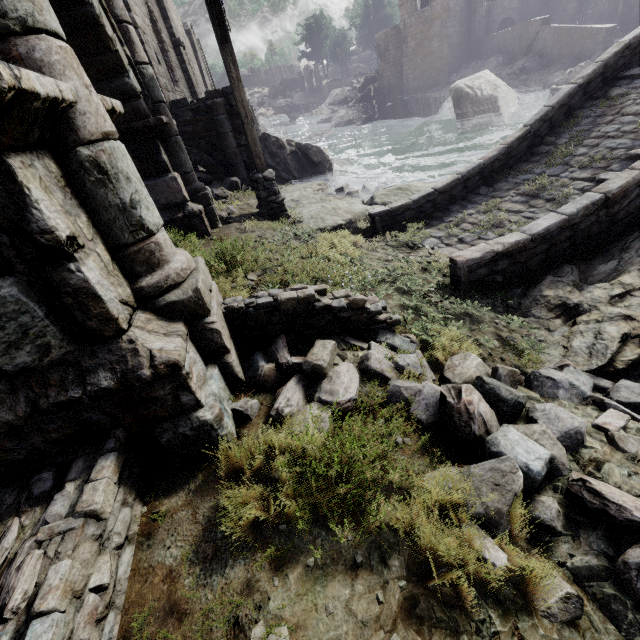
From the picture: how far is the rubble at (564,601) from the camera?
1.95m

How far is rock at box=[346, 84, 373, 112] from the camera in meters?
44.5 m

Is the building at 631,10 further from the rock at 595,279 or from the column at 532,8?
the rock at 595,279

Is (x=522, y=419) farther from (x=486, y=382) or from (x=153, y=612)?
(x=153, y=612)

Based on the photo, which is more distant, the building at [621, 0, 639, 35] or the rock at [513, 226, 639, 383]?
the building at [621, 0, 639, 35]

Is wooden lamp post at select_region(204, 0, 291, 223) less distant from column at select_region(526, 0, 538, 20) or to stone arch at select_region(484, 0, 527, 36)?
stone arch at select_region(484, 0, 527, 36)

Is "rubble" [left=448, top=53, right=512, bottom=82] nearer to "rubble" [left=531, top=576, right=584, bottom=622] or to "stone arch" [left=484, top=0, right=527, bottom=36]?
"stone arch" [left=484, top=0, right=527, bottom=36]

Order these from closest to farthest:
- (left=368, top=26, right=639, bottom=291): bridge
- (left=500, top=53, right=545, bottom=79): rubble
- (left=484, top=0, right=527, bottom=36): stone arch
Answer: (left=368, top=26, right=639, bottom=291): bridge < (left=500, top=53, right=545, bottom=79): rubble < (left=484, top=0, right=527, bottom=36): stone arch
